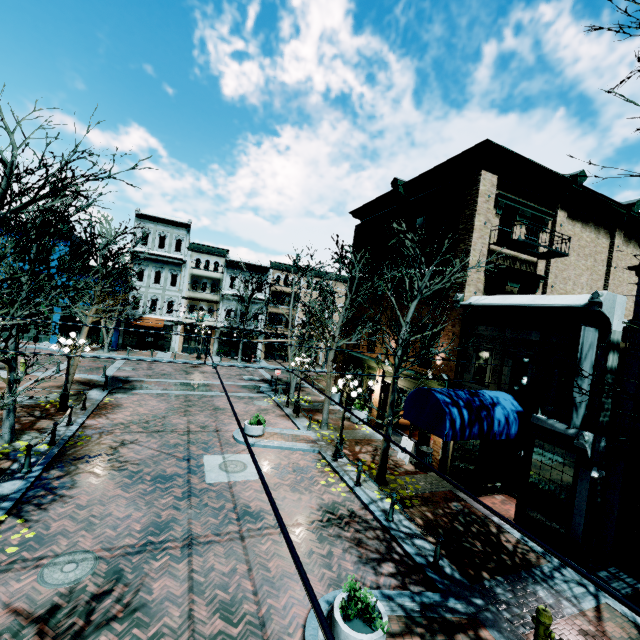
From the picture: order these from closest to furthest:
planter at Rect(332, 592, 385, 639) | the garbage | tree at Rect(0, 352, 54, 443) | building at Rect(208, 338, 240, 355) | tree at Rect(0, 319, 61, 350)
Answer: planter at Rect(332, 592, 385, 639) < tree at Rect(0, 319, 61, 350) < tree at Rect(0, 352, 54, 443) < the garbage < building at Rect(208, 338, 240, 355)

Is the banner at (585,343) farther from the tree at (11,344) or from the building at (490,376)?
the tree at (11,344)

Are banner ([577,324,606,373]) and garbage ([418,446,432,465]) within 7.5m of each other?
yes

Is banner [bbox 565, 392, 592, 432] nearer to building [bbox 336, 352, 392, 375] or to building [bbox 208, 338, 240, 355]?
building [bbox 336, 352, 392, 375]

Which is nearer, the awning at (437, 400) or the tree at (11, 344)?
the tree at (11, 344)

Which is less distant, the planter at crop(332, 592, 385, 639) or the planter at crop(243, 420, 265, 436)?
the planter at crop(332, 592, 385, 639)

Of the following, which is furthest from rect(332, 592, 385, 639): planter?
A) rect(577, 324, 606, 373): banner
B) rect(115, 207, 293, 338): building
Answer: rect(115, 207, 293, 338): building

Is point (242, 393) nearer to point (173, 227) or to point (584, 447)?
point (584, 447)
